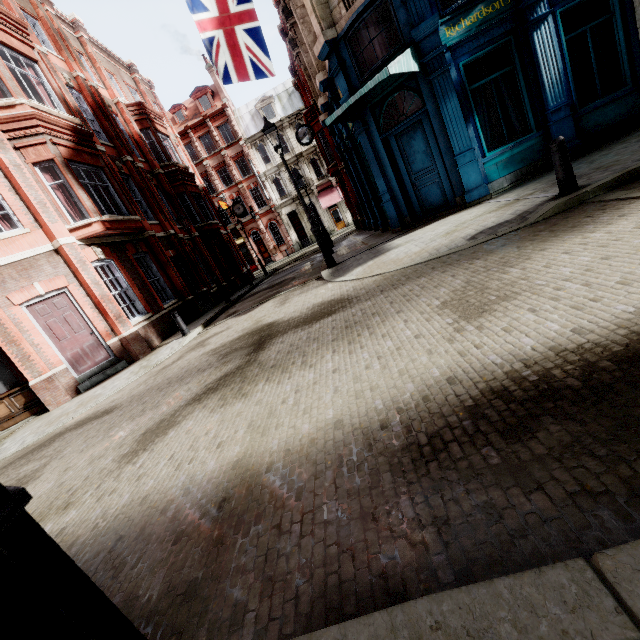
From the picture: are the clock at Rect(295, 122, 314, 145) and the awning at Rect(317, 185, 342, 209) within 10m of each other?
no

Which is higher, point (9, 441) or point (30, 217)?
point (30, 217)

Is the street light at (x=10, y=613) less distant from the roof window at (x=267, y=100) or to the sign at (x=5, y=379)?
the sign at (x=5, y=379)

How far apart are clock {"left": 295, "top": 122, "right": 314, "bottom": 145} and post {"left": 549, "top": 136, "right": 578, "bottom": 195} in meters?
14.1

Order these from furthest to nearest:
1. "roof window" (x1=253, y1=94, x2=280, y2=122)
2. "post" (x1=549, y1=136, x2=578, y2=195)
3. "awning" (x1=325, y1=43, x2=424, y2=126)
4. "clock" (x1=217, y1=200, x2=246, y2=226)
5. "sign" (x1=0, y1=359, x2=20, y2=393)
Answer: "roof window" (x1=253, y1=94, x2=280, y2=122) → "clock" (x1=217, y1=200, x2=246, y2=226) → "sign" (x1=0, y1=359, x2=20, y2=393) → "awning" (x1=325, y1=43, x2=424, y2=126) → "post" (x1=549, y1=136, x2=578, y2=195)

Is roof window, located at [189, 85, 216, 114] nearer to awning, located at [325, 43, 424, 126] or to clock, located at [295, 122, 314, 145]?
clock, located at [295, 122, 314, 145]

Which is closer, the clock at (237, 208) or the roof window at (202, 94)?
the clock at (237, 208)

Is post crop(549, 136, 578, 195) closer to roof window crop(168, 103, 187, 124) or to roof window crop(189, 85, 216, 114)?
roof window crop(189, 85, 216, 114)
